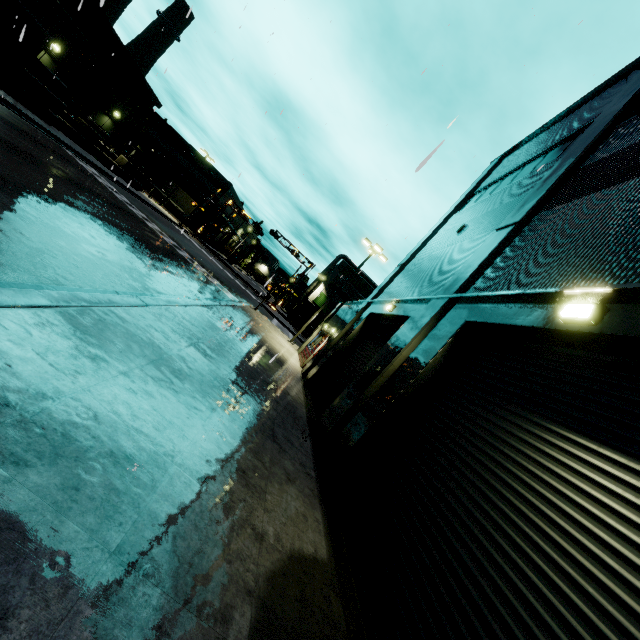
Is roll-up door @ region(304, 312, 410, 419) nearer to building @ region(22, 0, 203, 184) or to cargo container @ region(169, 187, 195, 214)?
building @ region(22, 0, 203, 184)

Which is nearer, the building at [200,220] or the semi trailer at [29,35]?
the semi trailer at [29,35]

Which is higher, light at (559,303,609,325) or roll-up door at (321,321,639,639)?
light at (559,303,609,325)

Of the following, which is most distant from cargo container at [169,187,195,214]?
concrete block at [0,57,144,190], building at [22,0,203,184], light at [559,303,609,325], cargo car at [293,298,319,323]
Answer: light at [559,303,609,325]

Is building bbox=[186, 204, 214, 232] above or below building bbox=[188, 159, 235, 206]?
below

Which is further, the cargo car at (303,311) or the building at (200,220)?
the building at (200,220)

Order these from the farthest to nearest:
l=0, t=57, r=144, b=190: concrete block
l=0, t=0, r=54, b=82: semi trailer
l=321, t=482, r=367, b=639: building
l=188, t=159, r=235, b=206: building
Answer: l=188, t=159, r=235, b=206: building, l=0, t=57, r=144, b=190: concrete block, l=0, t=0, r=54, b=82: semi trailer, l=321, t=482, r=367, b=639: building

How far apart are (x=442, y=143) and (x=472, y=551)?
4.0m
